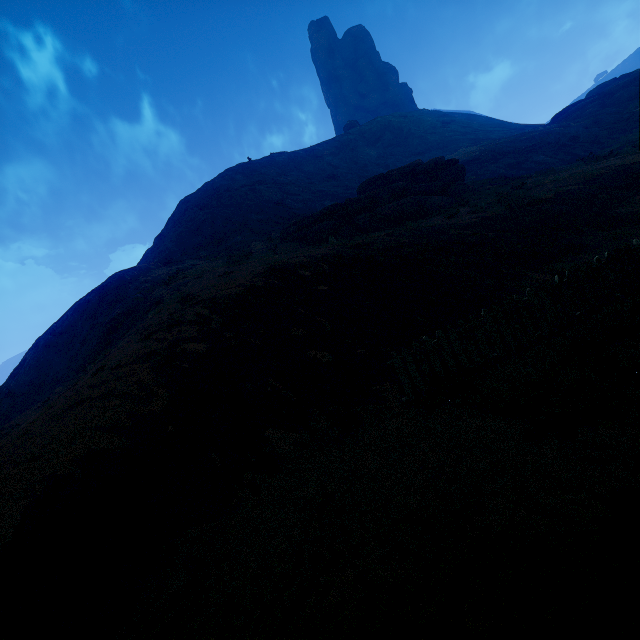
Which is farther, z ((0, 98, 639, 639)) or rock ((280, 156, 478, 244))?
rock ((280, 156, 478, 244))

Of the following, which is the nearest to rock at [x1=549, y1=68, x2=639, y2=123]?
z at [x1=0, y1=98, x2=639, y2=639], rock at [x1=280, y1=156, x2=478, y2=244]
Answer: z at [x1=0, y1=98, x2=639, y2=639]

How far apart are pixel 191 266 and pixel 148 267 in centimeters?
499cm

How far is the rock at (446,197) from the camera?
18.9m

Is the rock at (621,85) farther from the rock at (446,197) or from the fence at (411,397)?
the fence at (411,397)

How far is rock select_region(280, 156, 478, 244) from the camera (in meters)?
18.86

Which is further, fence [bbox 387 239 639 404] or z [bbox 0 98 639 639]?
fence [bbox 387 239 639 404]

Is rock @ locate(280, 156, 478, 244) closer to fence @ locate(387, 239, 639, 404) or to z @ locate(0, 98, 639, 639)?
z @ locate(0, 98, 639, 639)
